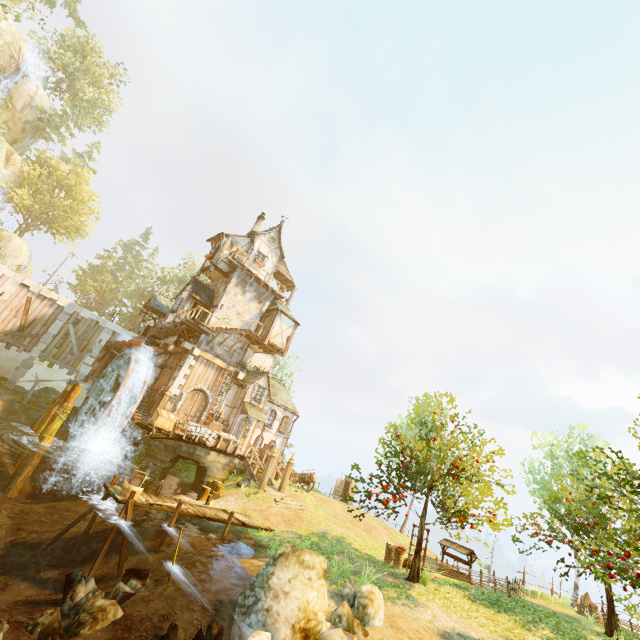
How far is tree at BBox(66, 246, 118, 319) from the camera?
53.00m

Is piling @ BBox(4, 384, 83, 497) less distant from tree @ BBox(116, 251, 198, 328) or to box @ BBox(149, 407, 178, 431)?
box @ BBox(149, 407, 178, 431)

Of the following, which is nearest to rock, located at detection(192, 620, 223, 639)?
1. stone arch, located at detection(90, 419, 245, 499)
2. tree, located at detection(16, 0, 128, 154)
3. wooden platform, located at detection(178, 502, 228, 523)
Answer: wooden platform, located at detection(178, 502, 228, 523)

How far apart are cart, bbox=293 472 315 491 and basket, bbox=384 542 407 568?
11.3m

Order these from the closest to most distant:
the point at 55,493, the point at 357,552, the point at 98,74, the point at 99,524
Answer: the point at 99,524 → the point at 357,552 → the point at 55,493 → the point at 98,74

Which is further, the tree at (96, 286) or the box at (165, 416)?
the tree at (96, 286)

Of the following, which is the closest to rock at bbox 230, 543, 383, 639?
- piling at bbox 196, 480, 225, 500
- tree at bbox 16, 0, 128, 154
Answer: tree at bbox 16, 0, 128, 154

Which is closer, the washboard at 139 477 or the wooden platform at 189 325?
the washboard at 139 477
